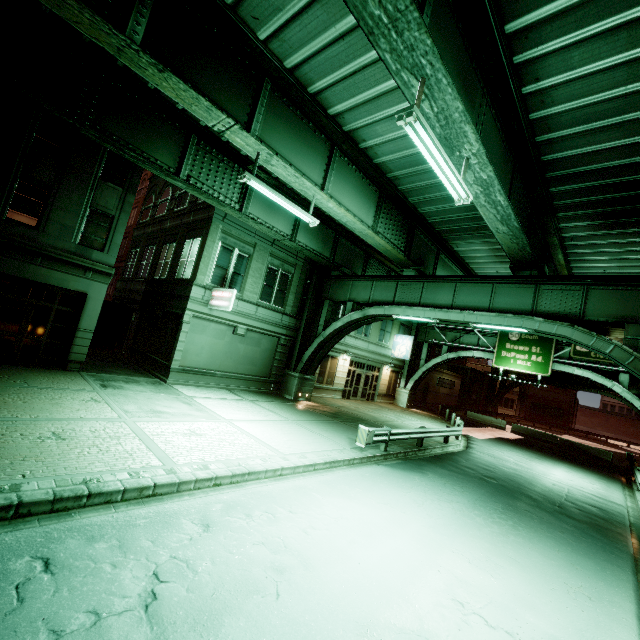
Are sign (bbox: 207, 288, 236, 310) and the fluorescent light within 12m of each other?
yes

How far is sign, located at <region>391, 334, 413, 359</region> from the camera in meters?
30.8 m

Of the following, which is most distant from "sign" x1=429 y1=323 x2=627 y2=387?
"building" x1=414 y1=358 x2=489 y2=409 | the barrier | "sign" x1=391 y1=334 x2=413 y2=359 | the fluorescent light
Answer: the fluorescent light

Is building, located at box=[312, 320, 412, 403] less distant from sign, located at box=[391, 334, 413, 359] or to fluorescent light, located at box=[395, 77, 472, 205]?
sign, located at box=[391, 334, 413, 359]

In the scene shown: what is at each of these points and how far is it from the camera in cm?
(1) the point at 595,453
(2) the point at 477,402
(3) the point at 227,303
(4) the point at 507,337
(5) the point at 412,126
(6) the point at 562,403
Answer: (1) barrier, 2850
(2) building, 5103
(3) sign, 1625
(4) sign, 2758
(5) fluorescent light, 632
(6) building, 5812

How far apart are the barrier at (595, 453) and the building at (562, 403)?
33.8m

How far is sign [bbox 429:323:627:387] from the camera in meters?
24.1

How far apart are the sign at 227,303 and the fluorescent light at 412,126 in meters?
11.0 m
